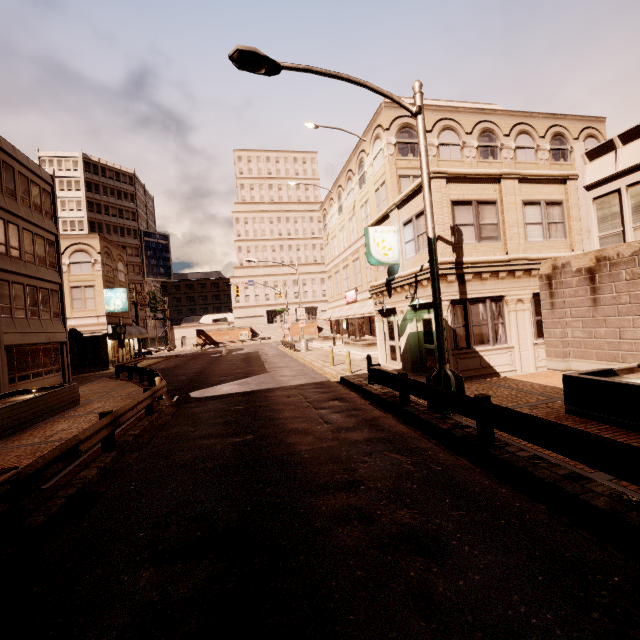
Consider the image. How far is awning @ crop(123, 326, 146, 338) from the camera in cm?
3262

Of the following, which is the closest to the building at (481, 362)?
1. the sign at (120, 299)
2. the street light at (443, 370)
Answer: the street light at (443, 370)

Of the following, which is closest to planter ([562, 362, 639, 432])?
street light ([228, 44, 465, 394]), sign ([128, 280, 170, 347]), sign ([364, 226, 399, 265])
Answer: street light ([228, 44, 465, 394])

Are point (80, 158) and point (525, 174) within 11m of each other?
no

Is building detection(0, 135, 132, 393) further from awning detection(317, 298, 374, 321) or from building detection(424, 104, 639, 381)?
awning detection(317, 298, 374, 321)

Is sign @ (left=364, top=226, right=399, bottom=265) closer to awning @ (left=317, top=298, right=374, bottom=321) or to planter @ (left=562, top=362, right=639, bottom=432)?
awning @ (left=317, top=298, right=374, bottom=321)

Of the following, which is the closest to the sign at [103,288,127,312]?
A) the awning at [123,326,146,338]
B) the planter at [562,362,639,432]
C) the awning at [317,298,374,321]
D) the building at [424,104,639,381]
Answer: the awning at [123,326,146,338]

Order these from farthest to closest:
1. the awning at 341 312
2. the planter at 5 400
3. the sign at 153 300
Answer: the sign at 153 300
the awning at 341 312
the planter at 5 400
